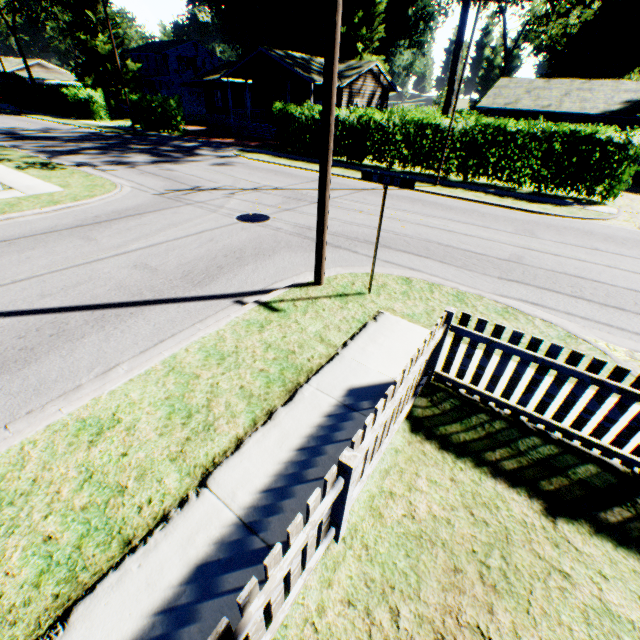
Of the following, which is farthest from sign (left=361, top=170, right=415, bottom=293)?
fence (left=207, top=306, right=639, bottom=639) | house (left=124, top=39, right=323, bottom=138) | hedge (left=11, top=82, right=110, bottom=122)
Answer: hedge (left=11, top=82, right=110, bottom=122)

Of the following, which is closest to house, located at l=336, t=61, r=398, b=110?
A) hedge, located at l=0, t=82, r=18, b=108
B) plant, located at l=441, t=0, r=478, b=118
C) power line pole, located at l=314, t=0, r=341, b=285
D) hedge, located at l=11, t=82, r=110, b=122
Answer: plant, located at l=441, t=0, r=478, b=118

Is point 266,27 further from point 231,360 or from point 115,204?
point 231,360

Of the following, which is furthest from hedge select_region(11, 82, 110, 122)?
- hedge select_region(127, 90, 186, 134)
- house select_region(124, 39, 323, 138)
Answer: house select_region(124, 39, 323, 138)

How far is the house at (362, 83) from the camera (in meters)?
30.31

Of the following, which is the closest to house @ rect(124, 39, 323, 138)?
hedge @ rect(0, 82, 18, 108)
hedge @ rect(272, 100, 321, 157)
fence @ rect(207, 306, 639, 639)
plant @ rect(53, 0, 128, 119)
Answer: hedge @ rect(272, 100, 321, 157)

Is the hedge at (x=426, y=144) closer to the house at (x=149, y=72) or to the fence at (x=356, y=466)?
the house at (x=149, y=72)

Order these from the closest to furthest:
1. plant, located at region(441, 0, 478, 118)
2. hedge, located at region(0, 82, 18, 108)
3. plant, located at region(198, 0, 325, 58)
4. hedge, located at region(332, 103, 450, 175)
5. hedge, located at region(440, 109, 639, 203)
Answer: hedge, located at region(440, 109, 639, 203) → hedge, located at region(332, 103, 450, 175) → plant, located at region(441, 0, 478, 118) → hedge, located at region(0, 82, 18, 108) → plant, located at region(198, 0, 325, 58)
